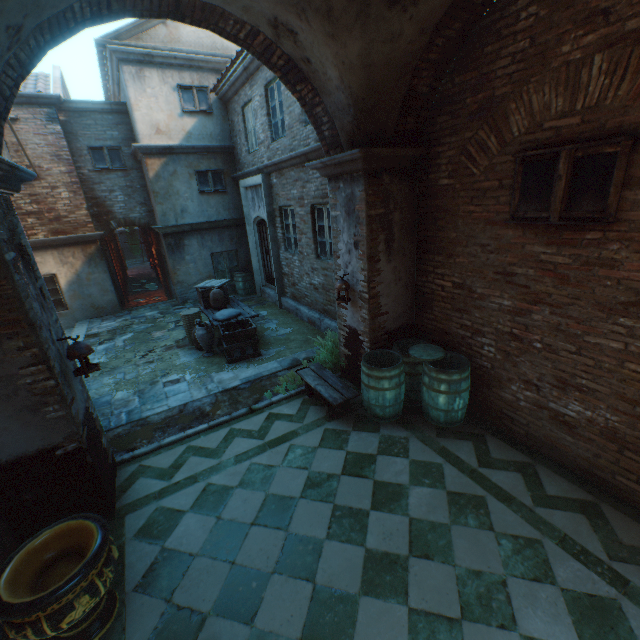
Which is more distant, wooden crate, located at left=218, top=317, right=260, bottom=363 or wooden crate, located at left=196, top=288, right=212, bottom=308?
wooden crate, located at left=196, top=288, right=212, bottom=308

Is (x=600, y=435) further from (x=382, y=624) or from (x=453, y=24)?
(x=453, y=24)

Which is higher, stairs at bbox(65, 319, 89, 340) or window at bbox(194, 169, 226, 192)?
window at bbox(194, 169, 226, 192)

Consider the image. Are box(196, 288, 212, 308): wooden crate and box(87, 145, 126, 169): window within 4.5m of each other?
no

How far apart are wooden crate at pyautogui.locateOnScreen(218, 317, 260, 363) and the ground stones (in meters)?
0.95

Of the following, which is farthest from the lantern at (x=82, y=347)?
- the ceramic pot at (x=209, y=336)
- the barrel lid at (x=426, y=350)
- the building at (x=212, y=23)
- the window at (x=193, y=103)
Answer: the window at (x=193, y=103)

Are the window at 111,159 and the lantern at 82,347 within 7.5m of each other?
no

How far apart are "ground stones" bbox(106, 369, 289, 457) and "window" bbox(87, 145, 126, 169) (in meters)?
9.72
